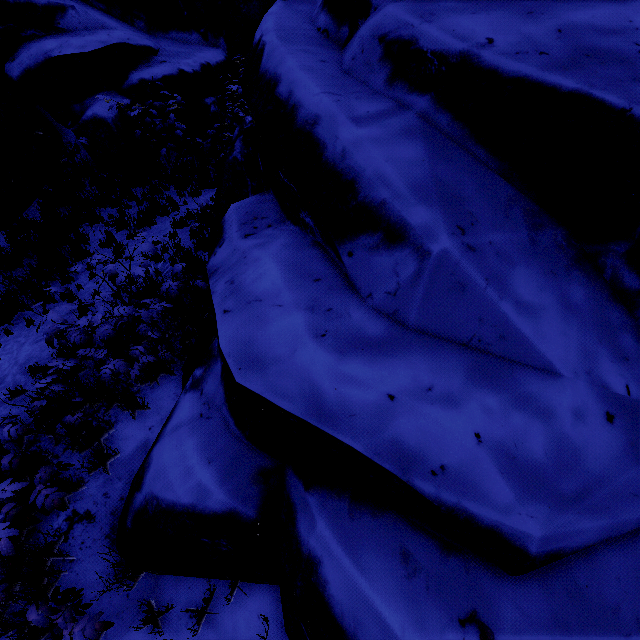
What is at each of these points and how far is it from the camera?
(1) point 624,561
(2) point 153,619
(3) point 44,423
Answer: (1) rock, 1.76m
(2) instancedfoliageactor, 2.54m
(3) instancedfoliageactor, 2.87m

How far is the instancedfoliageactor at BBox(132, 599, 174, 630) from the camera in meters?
2.4

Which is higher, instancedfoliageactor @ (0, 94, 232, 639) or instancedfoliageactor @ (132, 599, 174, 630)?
instancedfoliageactor @ (132, 599, 174, 630)

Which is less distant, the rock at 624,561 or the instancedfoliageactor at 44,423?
the rock at 624,561

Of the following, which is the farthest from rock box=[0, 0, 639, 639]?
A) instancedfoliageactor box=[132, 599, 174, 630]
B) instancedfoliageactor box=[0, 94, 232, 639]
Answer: instancedfoliageactor box=[0, 94, 232, 639]

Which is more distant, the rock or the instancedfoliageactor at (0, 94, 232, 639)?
the instancedfoliageactor at (0, 94, 232, 639)

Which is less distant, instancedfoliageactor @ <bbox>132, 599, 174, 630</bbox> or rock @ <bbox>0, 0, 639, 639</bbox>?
rock @ <bbox>0, 0, 639, 639</bbox>

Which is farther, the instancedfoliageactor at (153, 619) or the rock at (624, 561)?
the instancedfoliageactor at (153, 619)
